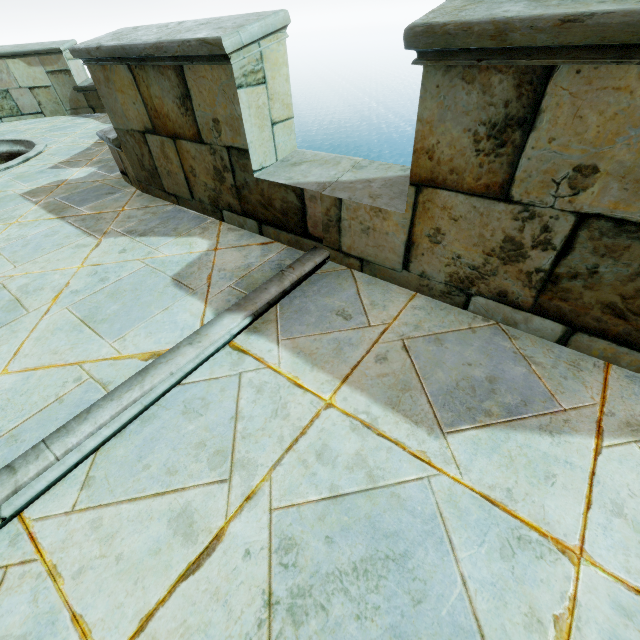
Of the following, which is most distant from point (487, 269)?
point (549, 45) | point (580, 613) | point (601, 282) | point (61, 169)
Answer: point (61, 169)
